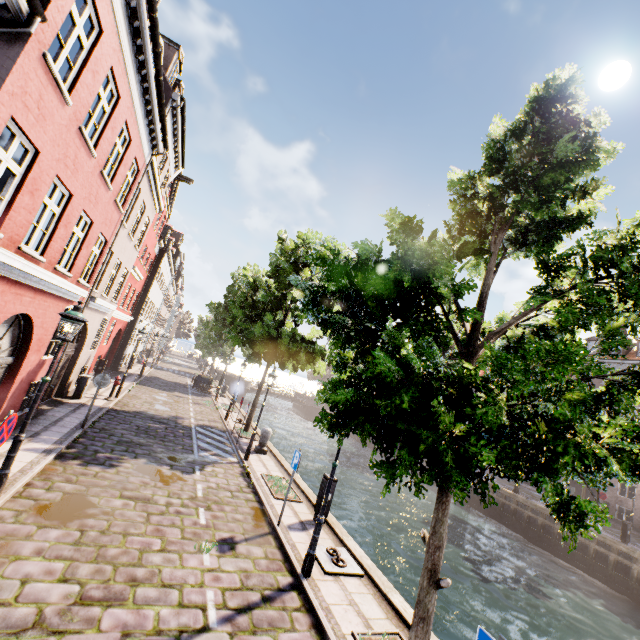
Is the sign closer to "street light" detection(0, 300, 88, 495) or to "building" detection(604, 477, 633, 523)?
"street light" detection(0, 300, 88, 495)

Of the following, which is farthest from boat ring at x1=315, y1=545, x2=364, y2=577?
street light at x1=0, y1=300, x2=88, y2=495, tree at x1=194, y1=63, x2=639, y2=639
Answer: street light at x1=0, y1=300, x2=88, y2=495

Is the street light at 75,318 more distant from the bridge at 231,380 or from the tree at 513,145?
the bridge at 231,380

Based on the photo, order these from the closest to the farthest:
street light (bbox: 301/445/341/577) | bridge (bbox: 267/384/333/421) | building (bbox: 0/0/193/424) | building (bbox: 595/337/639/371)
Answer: building (bbox: 0/0/193/424) → street light (bbox: 301/445/341/577) → building (bbox: 595/337/639/371) → bridge (bbox: 267/384/333/421)

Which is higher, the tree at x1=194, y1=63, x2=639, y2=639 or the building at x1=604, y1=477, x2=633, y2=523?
the tree at x1=194, y1=63, x2=639, y2=639

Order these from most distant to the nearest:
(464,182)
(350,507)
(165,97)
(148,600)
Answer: (350,507)
(165,97)
(464,182)
(148,600)

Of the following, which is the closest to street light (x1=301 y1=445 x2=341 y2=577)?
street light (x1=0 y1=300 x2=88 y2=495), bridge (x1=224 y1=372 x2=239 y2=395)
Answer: street light (x1=0 y1=300 x2=88 y2=495)

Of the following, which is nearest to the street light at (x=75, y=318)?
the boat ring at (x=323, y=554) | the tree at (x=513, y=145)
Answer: the tree at (x=513, y=145)
